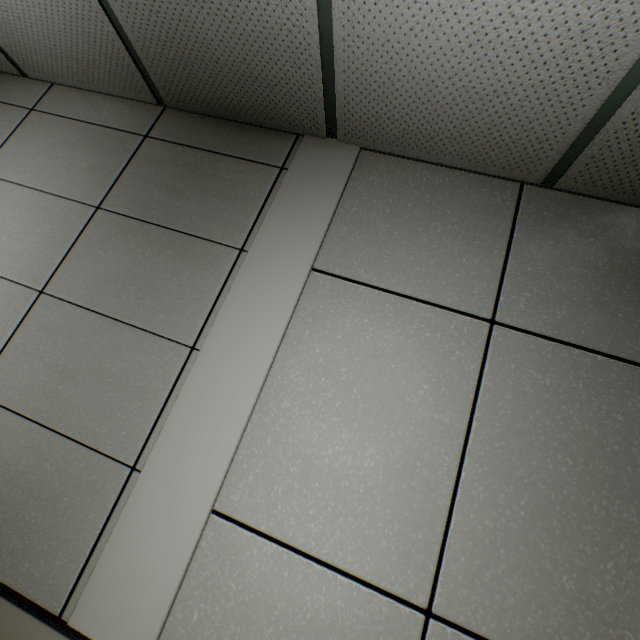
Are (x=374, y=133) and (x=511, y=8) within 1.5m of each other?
yes
